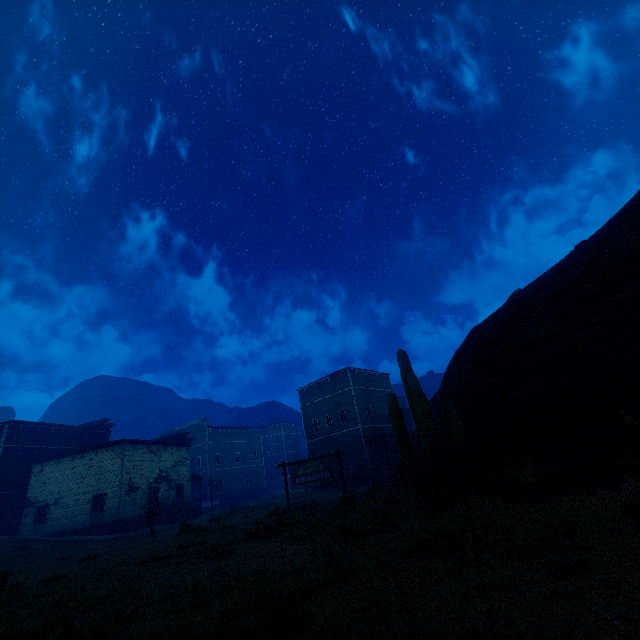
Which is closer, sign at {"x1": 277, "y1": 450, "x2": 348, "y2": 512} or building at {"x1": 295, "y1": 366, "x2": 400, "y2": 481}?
sign at {"x1": 277, "y1": 450, "x2": 348, "y2": 512}

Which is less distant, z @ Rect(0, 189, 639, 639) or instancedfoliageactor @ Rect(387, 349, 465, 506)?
z @ Rect(0, 189, 639, 639)

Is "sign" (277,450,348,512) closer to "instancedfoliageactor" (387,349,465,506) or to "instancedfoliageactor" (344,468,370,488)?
"instancedfoliageactor" (387,349,465,506)

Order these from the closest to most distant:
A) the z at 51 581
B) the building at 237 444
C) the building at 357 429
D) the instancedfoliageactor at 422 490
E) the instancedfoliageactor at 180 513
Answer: the z at 51 581
the instancedfoliageactor at 422 490
the building at 237 444
the instancedfoliageactor at 180 513
the building at 357 429

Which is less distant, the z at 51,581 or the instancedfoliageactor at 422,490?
the z at 51,581

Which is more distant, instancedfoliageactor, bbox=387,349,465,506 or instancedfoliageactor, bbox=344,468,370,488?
instancedfoliageactor, bbox=344,468,370,488

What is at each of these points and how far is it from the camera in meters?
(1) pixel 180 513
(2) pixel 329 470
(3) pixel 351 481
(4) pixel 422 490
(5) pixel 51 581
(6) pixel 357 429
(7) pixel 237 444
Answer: (1) instancedfoliageactor, 29.6 m
(2) sign, 15.6 m
(3) instancedfoliageactor, 25.8 m
(4) instancedfoliageactor, 8.0 m
(5) z, 8.8 m
(6) building, 31.9 m
(7) building, 53.8 m

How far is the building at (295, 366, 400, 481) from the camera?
31.2 meters
